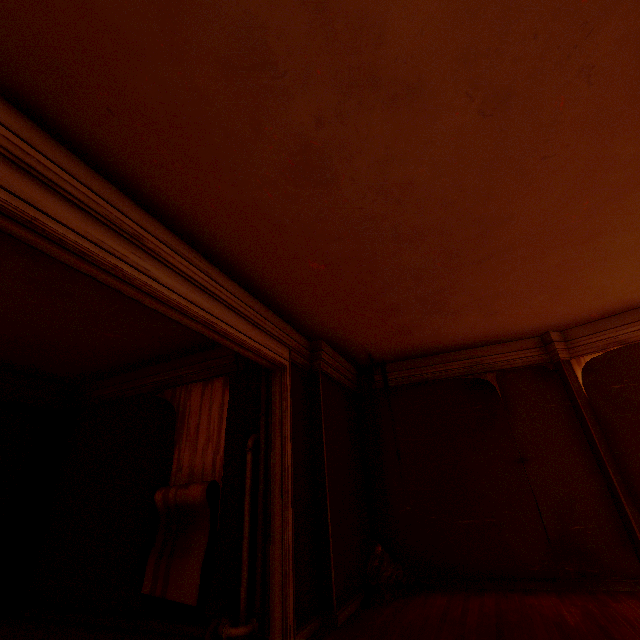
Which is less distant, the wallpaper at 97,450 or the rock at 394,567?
the wallpaper at 97,450

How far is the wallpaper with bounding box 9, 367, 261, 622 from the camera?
4.2m

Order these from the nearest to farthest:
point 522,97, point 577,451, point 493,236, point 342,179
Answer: point 522,97
point 342,179
point 493,236
point 577,451

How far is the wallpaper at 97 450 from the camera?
4.17m

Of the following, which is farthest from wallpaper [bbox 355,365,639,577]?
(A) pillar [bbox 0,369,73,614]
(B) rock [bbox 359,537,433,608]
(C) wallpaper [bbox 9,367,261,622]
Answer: (A) pillar [bbox 0,369,73,614]

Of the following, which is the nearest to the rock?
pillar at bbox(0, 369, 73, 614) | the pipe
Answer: the pipe

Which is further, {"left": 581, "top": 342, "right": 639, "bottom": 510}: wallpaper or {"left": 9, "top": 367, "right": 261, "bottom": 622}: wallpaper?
{"left": 581, "top": 342, "right": 639, "bottom": 510}: wallpaper

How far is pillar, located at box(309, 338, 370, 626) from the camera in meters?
4.3
